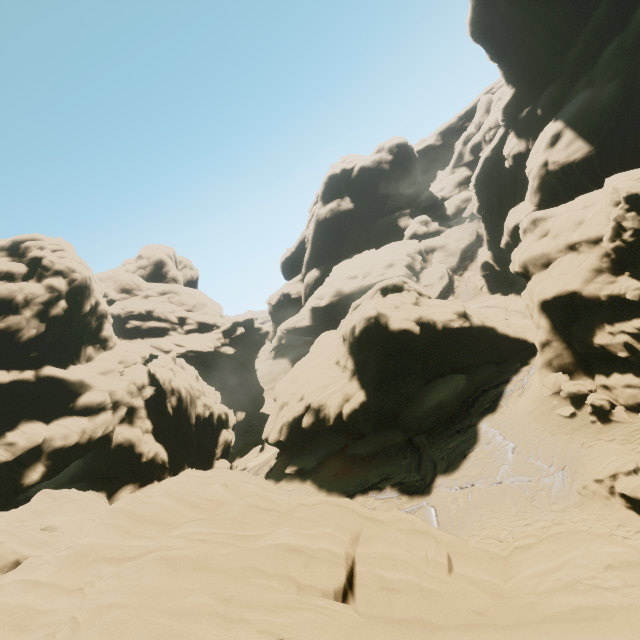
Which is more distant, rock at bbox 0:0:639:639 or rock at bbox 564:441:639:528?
rock at bbox 564:441:639:528

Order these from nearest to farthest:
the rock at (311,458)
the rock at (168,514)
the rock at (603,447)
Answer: the rock at (168,514)
the rock at (603,447)
the rock at (311,458)

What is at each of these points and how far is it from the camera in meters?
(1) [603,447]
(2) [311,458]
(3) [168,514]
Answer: (1) rock, 17.3
(2) rock, 31.0
(3) rock, 10.5

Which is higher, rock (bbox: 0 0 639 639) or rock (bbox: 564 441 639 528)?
rock (bbox: 0 0 639 639)

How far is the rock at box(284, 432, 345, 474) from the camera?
30.09m

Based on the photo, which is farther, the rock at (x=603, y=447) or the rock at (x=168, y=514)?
the rock at (x=603, y=447)

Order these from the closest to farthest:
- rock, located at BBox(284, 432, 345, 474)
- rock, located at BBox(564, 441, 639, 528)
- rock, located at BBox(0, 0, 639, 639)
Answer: rock, located at BBox(0, 0, 639, 639), rock, located at BBox(564, 441, 639, 528), rock, located at BBox(284, 432, 345, 474)
